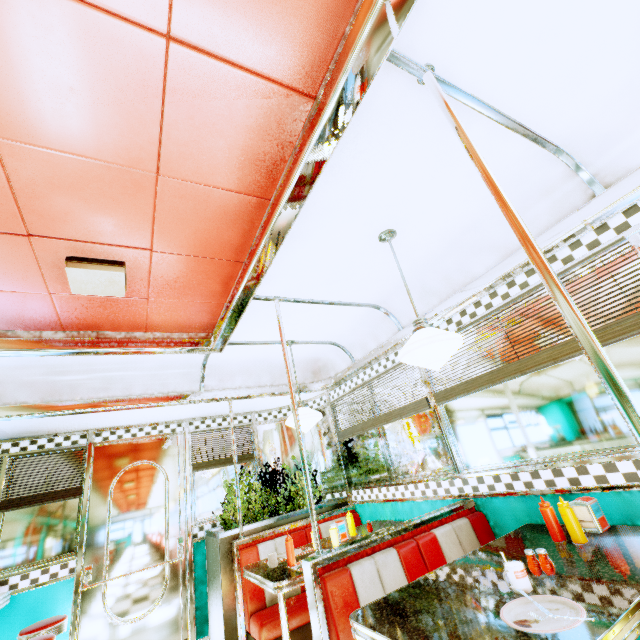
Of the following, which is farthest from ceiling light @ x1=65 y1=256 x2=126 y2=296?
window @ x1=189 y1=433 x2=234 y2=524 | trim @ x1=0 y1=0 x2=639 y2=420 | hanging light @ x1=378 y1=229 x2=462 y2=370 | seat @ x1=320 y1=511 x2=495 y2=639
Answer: window @ x1=189 y1=433 x2=234 y2=524

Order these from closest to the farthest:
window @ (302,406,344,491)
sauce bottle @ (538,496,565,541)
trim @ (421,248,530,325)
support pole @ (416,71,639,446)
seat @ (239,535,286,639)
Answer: support pole @ (416,71,639,446) < sauce bottle @ (538,496,565,541) < trim @ (421,248,530,325) < seat @ (239,535,286,639) < window @ (302,406,344,491)

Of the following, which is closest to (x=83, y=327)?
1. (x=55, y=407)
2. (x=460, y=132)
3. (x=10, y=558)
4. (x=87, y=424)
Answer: (x=55, y=407)

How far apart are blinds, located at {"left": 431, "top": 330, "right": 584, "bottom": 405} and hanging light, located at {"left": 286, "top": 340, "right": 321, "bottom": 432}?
1.24m

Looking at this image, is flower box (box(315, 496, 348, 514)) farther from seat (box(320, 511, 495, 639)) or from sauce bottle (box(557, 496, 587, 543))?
sauce bottle (box(557, 496, 587, 543))

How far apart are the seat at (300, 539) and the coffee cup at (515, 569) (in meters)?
2.59

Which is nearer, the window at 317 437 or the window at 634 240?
→ the window at 634 240

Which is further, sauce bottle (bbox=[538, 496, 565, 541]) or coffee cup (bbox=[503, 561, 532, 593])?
sauce bottle (bbox=[538, 496, 565, 541])
